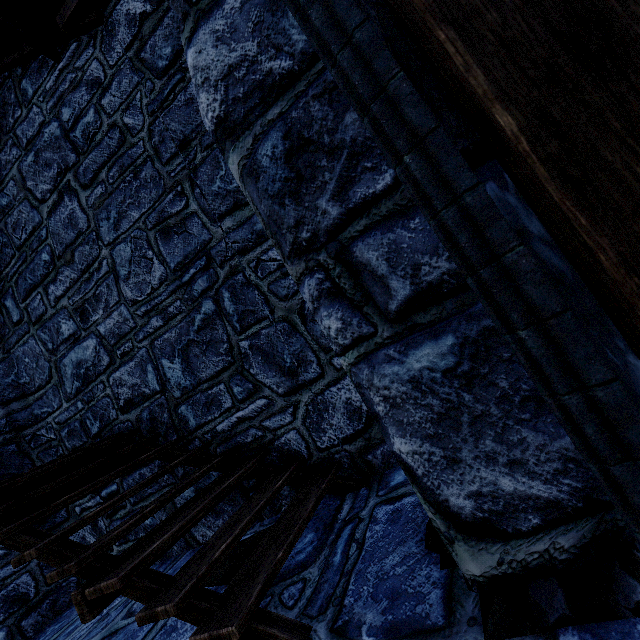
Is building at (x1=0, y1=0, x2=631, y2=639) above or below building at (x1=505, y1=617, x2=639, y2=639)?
above

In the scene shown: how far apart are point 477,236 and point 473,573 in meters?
1.3 m

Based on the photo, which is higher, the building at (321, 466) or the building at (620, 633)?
the building at (321, 466)
